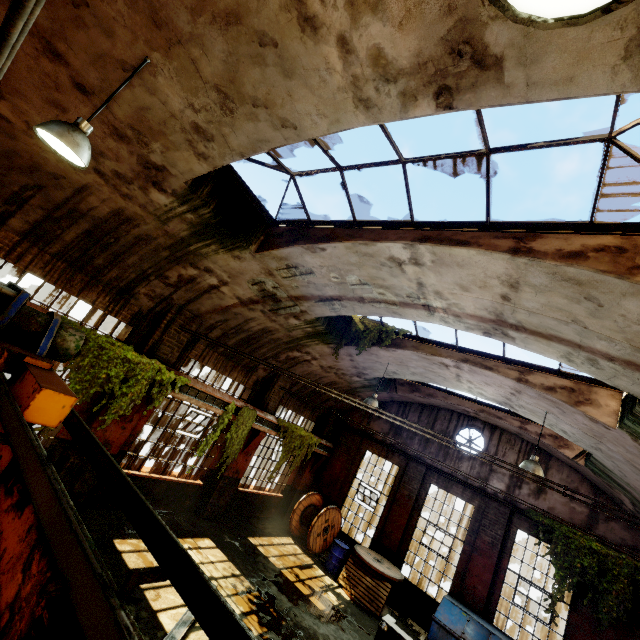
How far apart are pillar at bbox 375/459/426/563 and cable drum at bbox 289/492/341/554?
2.4 meters

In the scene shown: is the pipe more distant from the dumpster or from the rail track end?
the rail track end

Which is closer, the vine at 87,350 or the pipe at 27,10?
the pipe at 27,10

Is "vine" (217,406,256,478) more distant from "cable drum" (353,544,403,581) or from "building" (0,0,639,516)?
"cable drum" (353,544,403,581)

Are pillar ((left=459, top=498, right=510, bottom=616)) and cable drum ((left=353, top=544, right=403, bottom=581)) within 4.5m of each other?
yes

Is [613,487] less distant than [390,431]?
Yes

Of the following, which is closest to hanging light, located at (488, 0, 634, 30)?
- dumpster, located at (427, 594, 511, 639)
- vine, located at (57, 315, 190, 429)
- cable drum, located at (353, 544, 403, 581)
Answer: dumpster, located at (427, 594, 511, 639)

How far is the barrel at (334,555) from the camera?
12.0m
